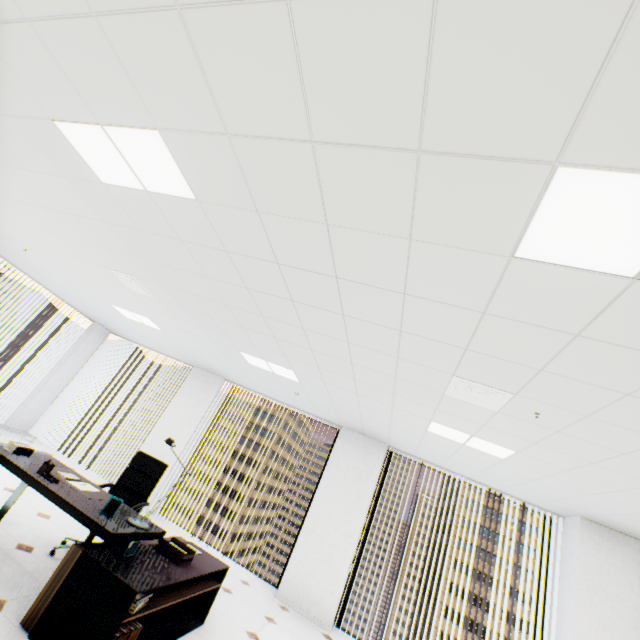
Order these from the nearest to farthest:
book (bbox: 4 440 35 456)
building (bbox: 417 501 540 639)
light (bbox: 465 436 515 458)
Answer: book (bbox: 4 440 35 456), light (bbox: 465 436 515 458), building (bbox: 417 501 540 639)

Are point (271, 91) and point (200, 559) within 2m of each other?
no

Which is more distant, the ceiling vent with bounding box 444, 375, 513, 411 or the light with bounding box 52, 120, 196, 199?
the ceiling vent with bounding box 444, 375, 513, 411

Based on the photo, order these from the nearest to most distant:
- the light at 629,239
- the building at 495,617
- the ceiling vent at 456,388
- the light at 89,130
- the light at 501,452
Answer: the light at 629,239, the light at 89,130, the ceiling vent at 456,388, the light at 501,452, the building at 495,617

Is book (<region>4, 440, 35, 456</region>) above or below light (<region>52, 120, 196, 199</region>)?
below

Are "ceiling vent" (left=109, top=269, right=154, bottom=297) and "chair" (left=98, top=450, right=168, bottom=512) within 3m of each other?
yes

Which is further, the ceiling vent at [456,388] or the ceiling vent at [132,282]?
the ceiling vent at [132,282]

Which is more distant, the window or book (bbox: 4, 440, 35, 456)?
the window
